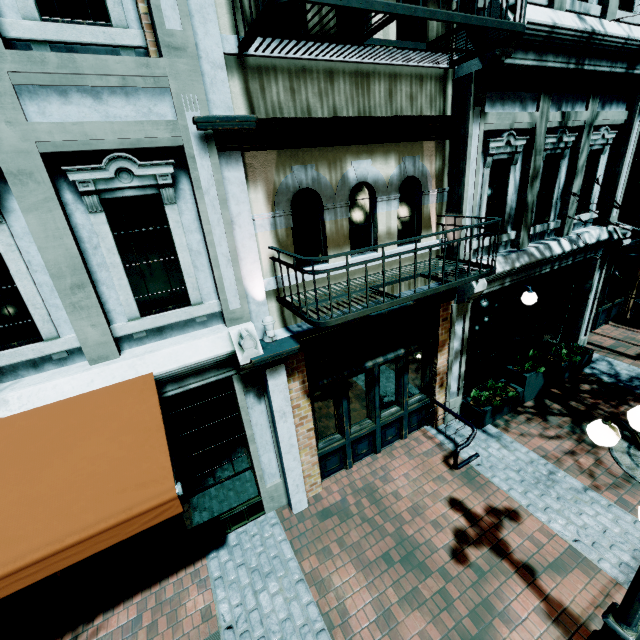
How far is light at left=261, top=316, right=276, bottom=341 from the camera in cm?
448

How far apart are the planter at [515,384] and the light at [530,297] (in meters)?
1.63

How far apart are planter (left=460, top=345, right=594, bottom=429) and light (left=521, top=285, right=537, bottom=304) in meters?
1.6 m

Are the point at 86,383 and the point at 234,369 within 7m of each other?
yes

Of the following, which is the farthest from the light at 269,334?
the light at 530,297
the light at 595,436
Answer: the light at 530,297

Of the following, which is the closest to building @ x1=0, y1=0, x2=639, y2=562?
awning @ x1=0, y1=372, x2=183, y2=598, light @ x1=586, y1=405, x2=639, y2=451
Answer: awning @ x1=0, y1=372, x2=183, y2=598

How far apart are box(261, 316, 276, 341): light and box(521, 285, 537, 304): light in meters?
Answer: 5.8

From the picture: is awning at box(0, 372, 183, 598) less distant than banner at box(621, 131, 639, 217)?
Yes
